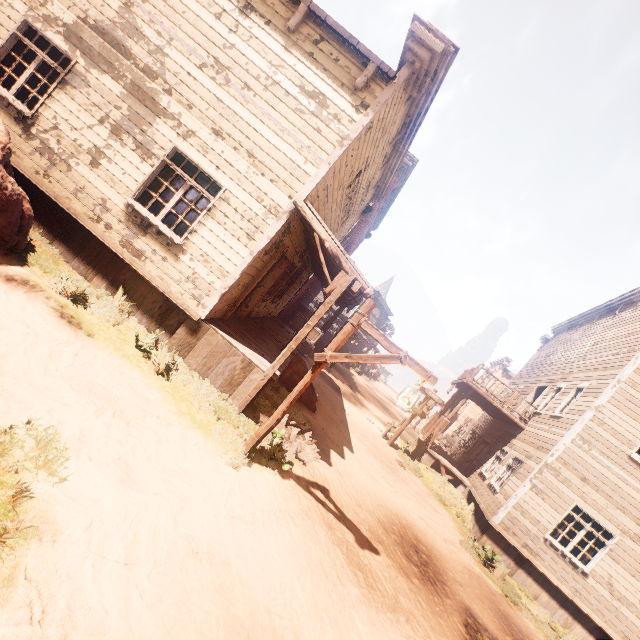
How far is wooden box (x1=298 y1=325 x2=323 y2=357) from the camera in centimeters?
1897cm

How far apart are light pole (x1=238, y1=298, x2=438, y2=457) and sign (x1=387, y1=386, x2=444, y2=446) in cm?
1005

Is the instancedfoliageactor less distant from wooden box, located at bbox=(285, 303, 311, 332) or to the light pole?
the light pole

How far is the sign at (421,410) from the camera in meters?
14.6

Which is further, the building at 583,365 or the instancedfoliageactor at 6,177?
the building at 583,365

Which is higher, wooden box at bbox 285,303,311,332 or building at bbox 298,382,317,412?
wooden box at bbox 285,303,311,332

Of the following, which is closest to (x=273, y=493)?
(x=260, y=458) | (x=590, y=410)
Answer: (x=260, y=458)

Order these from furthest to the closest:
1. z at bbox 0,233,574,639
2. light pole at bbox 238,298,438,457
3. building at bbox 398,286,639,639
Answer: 1. building at bbox 398,286,639,639
2. light pole at bbox 238,298,438,457
3. z at bbox 0,233,574,639
